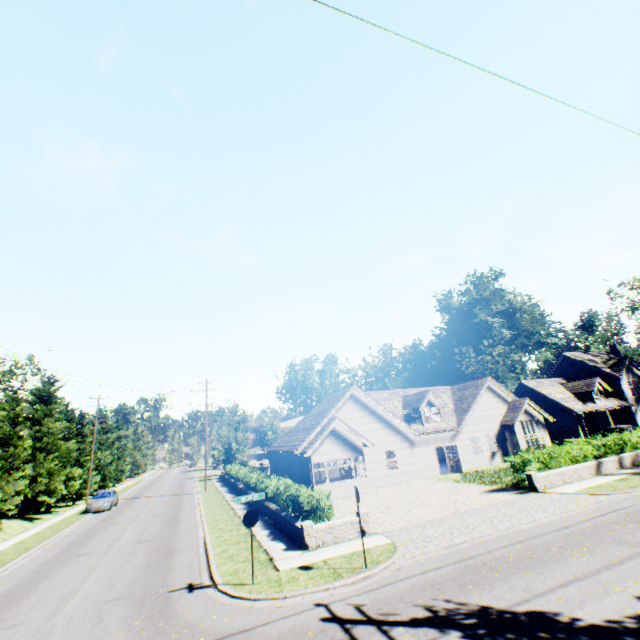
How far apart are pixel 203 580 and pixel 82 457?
36.60m

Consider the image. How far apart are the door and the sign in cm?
2132

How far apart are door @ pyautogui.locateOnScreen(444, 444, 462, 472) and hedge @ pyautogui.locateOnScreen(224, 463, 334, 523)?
14.36m

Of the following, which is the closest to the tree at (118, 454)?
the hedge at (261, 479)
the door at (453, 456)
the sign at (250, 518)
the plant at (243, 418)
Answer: the plant at (243, 418)

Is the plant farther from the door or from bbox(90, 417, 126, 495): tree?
the door

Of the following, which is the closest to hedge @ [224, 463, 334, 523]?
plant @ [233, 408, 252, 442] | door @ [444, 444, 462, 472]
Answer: door @ [444, 444, 462, 472]

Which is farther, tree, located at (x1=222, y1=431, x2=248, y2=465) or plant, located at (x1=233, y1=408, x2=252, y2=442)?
plant, located at (x1=233, y1=408, x2=252, y2=442)

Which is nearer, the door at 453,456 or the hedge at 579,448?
the hedge at 579,448
